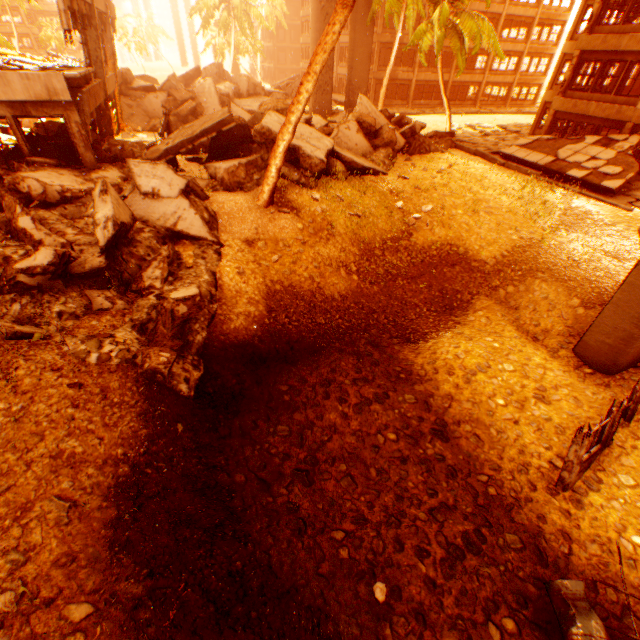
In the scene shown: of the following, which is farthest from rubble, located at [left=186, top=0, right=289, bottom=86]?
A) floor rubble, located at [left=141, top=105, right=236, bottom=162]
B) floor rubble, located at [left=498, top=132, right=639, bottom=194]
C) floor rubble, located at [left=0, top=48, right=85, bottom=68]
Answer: floor rubble, located at [left=0, top=48, right=85, bottom=68]

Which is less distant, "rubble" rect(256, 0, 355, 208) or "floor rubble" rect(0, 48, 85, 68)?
"rubble" rect(256, 0, 355, 208)

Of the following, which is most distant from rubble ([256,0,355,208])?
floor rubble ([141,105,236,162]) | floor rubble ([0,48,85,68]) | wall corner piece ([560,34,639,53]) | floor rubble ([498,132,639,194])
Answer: floor rubble ([0,48,85,68])

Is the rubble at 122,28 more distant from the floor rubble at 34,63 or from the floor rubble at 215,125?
the floor rubble at 34,63

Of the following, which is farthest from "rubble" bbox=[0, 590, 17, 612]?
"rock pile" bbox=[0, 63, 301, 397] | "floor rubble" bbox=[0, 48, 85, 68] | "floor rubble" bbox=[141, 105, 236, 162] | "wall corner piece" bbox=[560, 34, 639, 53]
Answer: "floor rubble" bbox=[0, 48, 85, 68]

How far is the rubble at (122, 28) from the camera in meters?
53.6 m

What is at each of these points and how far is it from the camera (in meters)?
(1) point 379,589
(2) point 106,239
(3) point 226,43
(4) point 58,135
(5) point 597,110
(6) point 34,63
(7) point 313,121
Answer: (1) rubble, 4.81
(2) rock pile, 6.98
(3) rubble, 59.56
(4) rock pile, 12.01
(5) wall corner piece, 18.81
(6) floor rubble, 13.38
(7) rock pile, 15.91

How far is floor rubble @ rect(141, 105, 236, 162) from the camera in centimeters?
1120cm
